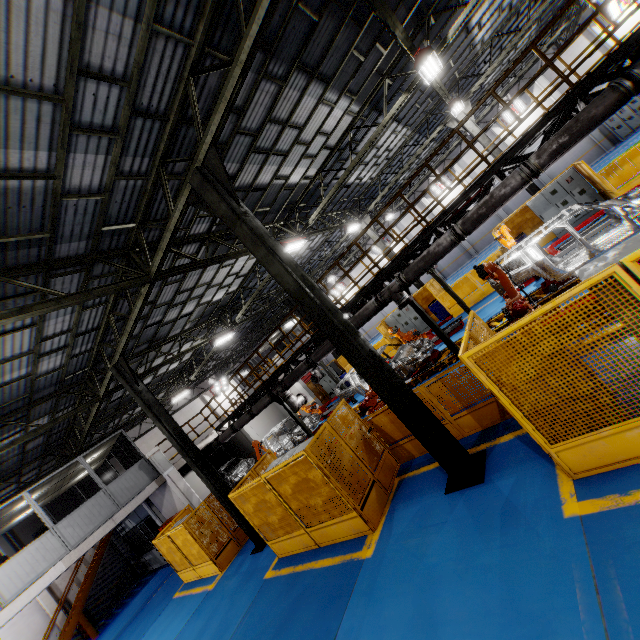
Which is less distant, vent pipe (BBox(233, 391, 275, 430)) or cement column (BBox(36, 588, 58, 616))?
vent pipe (BBox(233, 391, 275, 430))

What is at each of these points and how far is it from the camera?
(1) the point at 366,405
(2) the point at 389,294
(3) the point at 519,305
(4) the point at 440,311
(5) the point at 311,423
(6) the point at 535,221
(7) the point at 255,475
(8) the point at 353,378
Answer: (1) robot arm, 11.0m
(2) vent pipe, 10.0m
(3) robot arm, 7.7m
(4) toolbox, 18.4m
(5) chassis, 18.2m
(6) metal panel, 15.8m
(7) metal panel, 10.0m
(8) chassis, 14.0m

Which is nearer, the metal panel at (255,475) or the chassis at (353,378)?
the metal panel at (255,475)

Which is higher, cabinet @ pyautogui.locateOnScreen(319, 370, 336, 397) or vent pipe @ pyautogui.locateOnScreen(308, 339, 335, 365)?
vent pipe @ pyautogui.locateOnScreen(308, 339, 335, 365)

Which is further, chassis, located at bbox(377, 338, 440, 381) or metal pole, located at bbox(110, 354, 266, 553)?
chassis, located at bbox(377, 338, 440, 381)

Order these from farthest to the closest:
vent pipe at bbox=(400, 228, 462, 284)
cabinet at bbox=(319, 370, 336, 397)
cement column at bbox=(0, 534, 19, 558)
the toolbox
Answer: cabinet at bbox=(319, 370, 336, 397) < cement column at bbox=(0, 534, 19, 558) < the toolbox < vent pipe at bbox=(400, 228, 462, 284)

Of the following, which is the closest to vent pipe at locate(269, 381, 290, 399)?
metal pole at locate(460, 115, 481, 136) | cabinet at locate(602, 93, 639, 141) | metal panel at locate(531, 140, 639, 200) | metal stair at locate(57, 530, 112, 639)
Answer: metal panel at locate(531, 140, 639, 200)
